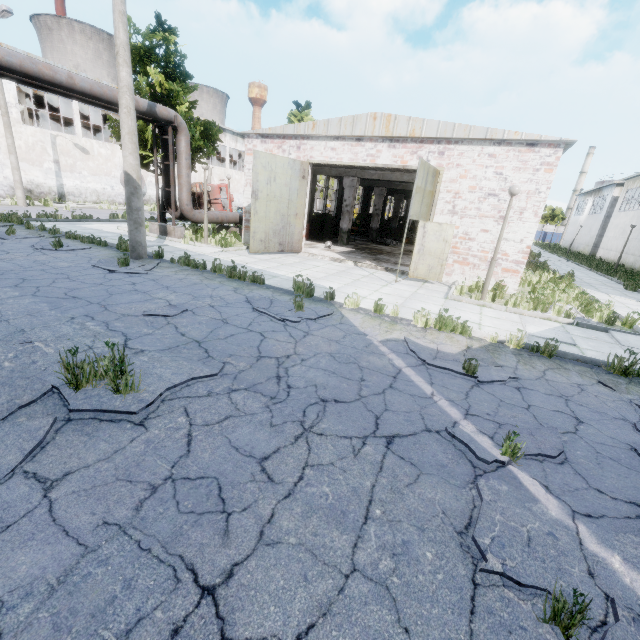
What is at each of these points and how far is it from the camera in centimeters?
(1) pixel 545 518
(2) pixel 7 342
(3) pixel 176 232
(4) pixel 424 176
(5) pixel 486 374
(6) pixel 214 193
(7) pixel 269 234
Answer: (1) asphalt debris, 274cm
(2) asphalt debris, 444cm
(3) pipe holder, 1488cm
(4) door, 1040cm
(5) asphalt debris, 520cm
(6) truck, 3259cm
(7) door, 1367cm

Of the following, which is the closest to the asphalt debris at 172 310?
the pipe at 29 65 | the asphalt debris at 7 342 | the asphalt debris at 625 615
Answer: the asphalt debris at 7 342

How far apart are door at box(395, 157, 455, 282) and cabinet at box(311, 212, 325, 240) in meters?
9.4 m

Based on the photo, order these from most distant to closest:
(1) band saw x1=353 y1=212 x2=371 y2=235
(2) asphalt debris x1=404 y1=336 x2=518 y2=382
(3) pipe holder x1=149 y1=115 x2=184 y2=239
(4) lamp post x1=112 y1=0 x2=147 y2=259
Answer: (1) band saw x1=353 y1=212 x2=371 y2=235 → (3) pipe holder x1=149 y1=115 x2=184 y2=239 → (4) lamp post x1=112 y1=0 x2=147 y2=259 → (2) asphalt debris x1=404 y1=336 x2=518 y2=382

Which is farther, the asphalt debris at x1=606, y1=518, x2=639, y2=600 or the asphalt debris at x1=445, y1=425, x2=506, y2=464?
the asphalt debris at x1=445, y1=425, x2=506, y2=464

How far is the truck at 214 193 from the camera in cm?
3212

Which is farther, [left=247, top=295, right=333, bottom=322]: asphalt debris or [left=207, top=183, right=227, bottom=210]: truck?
[left=207, top=183, right=227, bottom=210]: truck

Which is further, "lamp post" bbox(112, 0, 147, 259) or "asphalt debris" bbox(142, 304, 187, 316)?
"lamp post" bbox(112, 0, 147, 259)
